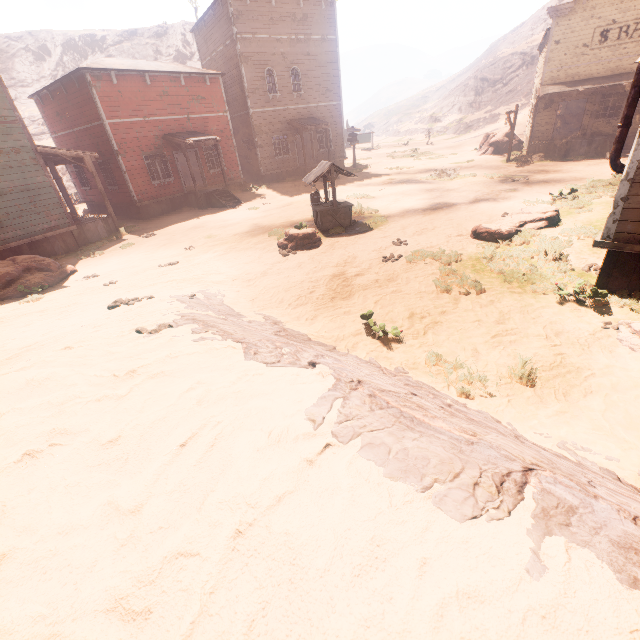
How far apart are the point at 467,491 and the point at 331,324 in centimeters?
546cm

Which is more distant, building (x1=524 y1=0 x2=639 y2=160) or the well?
building (x1=524 y1=0 x2=639 y2=160)

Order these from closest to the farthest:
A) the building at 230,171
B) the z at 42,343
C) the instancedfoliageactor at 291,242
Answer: the z at 42,343 → the instancedfoliageactor at 291,242 → the building at 230,171

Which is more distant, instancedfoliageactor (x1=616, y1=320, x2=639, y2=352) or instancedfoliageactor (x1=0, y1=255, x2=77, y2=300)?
instancedfoliageactor (x1=0, y1=255, x2=77, y2=300)

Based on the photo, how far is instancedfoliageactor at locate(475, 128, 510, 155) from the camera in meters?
25.9

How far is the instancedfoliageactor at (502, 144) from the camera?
25.9m

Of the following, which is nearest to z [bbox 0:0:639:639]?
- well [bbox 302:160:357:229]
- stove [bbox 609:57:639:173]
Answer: well [bbox 302:160:357:229]

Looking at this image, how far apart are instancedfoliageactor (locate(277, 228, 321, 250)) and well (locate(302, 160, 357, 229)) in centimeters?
68cm
